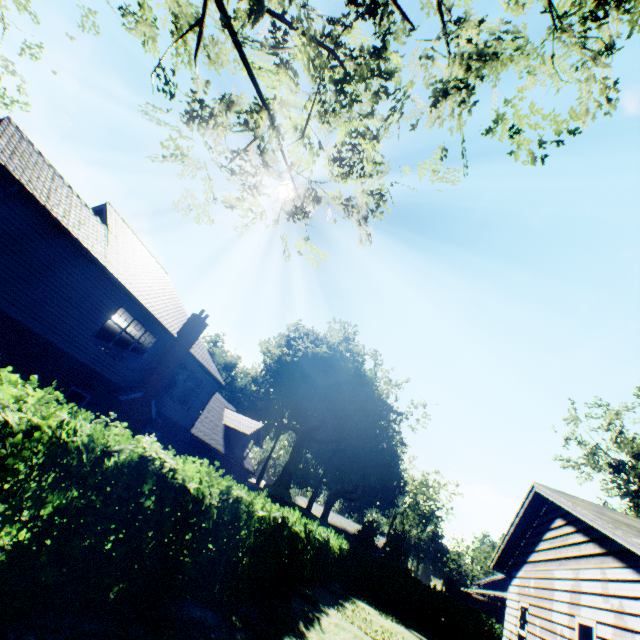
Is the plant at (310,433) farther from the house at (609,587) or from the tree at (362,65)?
the tree at (362,65)

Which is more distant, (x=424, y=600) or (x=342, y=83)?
(x=424, y=600)

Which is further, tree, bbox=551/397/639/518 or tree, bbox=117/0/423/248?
tree, bbox=551/397/639/518

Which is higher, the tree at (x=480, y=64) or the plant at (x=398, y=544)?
the tree at (x=480, y=64)

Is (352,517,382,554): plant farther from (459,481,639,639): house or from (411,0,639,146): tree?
(459,481,639,639): house

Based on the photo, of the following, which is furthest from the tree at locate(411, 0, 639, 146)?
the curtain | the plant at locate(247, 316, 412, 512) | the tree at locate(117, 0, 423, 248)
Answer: the curtain

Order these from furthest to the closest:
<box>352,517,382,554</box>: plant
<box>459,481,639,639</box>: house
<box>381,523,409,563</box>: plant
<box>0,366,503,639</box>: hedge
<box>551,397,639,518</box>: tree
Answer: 1. <box>381,523,409,563</box>: plant
2. <box>352,517,382,554</box>: plant
3. <box>551,397,639,518</box>: tree
4. <box>459,481,639,639</box>: house
5. <box>0,366,503,639</box>: hedge

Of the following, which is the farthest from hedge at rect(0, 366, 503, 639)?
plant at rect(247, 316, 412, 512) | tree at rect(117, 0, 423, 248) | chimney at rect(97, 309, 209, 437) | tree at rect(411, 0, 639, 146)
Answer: plant at rect(247, 316, 412, 512)
